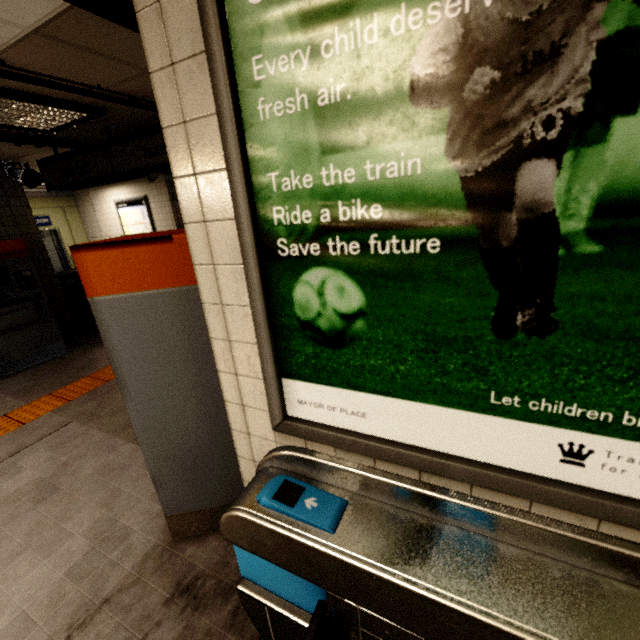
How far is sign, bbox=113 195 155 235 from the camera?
8.0m

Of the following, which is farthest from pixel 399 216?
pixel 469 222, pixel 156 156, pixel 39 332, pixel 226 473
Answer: pixel 39 332

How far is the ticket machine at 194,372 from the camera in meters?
1.5

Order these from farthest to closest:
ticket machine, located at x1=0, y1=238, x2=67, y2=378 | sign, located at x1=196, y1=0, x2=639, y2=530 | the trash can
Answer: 1. the trash can
2. ticket machine, located at x1=0, y1=238, x2=67, y2=378
3. sign, located at x1=196, y1=0, x2=639, y2=530

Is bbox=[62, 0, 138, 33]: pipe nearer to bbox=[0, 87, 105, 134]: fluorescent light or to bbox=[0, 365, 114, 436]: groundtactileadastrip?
bbox=[0, 87, 105, 134]: fluorescent light

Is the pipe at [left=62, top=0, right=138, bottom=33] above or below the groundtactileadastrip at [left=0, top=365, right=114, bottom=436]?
above

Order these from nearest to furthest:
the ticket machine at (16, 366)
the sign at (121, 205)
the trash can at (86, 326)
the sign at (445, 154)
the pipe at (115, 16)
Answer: the sign at (445, 154) < the pipe at (115, 16) < the ticket machine at (16, 366) < the trash can at (86, 326) < the sign at (121, 205)

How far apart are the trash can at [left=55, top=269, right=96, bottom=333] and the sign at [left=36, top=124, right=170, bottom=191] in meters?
2.0
